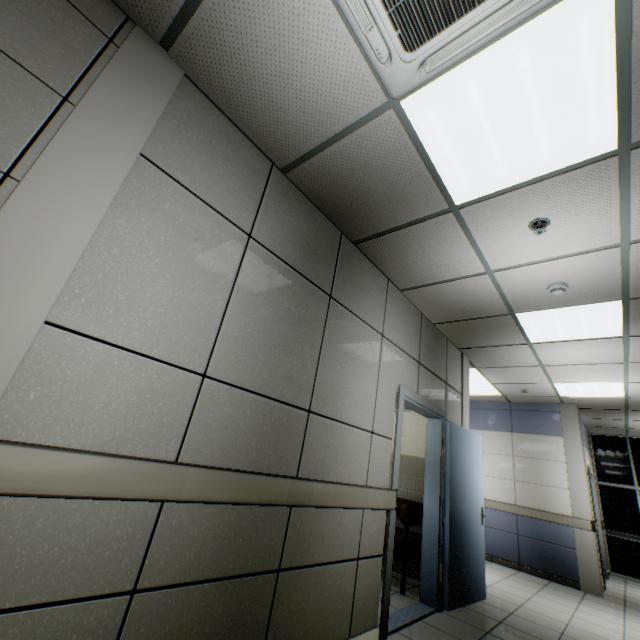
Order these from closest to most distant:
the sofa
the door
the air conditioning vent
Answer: the air conditioning vent → the door → the sofa

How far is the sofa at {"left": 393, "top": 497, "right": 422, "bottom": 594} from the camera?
3.93m

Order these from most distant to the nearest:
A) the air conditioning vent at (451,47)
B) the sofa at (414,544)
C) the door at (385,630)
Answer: the sofa at (414,544) → the door at (385,630) → the air conditioning vent at (451,47)

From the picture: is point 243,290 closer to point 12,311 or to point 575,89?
point 12,311

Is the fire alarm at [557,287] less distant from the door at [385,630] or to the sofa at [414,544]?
the door at [385,630]

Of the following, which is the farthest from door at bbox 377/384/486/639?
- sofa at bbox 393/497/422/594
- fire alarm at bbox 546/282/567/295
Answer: fire alarm at bbox 546/282/567/295

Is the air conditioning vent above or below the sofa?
above

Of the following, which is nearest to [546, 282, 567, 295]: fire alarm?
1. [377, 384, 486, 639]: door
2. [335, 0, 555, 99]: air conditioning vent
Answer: [377, 384, 486, 639]: door
